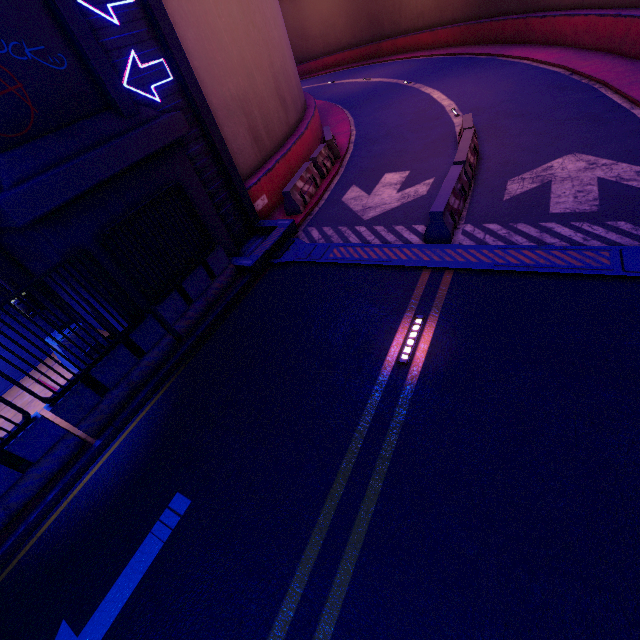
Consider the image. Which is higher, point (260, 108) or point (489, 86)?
point (260, 108)

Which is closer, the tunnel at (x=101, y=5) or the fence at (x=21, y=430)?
the fence at (x=21, y=430)

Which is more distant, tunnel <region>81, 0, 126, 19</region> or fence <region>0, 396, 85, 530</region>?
tunnel <region>81, 0, 126, 19</region>

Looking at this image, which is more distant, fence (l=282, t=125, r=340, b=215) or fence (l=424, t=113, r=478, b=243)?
fence (l=282, t=125, r=340, b=215)

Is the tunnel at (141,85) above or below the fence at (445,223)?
above

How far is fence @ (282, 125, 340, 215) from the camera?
11.0 meters

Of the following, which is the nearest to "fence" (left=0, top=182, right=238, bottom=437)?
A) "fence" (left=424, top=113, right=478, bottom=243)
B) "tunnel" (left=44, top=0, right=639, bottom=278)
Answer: "tunnel" (left=44, top=0, right=639, bottom=278)

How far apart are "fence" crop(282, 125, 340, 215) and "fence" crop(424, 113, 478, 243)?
4.6m
